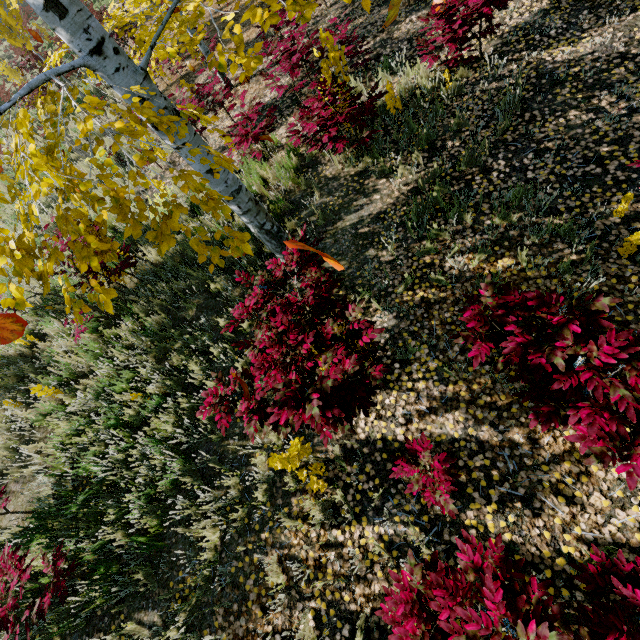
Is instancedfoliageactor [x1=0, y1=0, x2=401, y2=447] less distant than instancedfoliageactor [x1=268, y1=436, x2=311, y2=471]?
Yes

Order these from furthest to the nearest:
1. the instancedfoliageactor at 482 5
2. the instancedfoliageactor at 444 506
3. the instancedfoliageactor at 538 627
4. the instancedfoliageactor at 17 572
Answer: the instancedfoliageactor at 482 5 → the instancedfoliageactor at 17 572 → the instancedfoliageactor at 444 506 → the instancedfoliageactor at 538 627

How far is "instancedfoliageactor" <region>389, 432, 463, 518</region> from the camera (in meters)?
2.77

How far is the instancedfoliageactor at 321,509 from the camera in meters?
3.3 m

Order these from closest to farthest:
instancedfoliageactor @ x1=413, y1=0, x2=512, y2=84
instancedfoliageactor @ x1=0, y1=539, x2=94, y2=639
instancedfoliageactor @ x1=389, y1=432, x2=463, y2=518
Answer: instancedfoliageactor @ x1=389, y1=432, x2=463, y2=518 → instancedfoliageactor @ x1=0, y1=539, x2=94, y2=639 → instancedfoliageactor @ x1=413, y1=0, x2=512, y2=84

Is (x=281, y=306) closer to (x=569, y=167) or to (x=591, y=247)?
(x=591, y=247)
